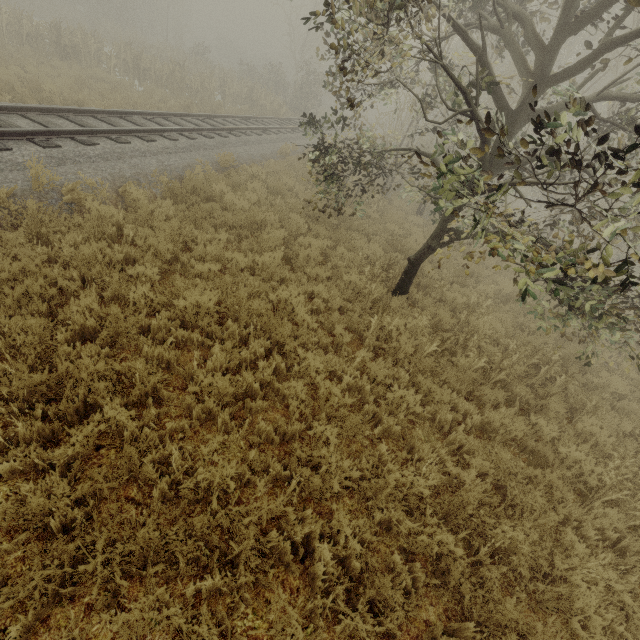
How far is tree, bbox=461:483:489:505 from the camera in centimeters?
368cm

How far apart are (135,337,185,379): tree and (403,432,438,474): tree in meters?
3.3 m

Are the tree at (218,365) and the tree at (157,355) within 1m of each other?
yes

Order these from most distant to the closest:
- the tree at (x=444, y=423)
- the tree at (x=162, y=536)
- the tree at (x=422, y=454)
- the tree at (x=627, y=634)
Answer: the tree at (x=444, y=423) → the tree at (x=422, y=454) → the tree at (x=627, y=634) → the tree at (x=162, y=536)

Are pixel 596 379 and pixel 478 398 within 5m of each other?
yes

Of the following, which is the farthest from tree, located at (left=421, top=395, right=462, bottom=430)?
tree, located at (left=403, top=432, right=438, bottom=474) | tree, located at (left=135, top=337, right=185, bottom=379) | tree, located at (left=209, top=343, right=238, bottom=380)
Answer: tree, located at (left=135, top=337, right=185, bottom=379)

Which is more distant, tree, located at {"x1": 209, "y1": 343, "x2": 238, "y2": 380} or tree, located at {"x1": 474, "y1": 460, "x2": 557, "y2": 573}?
tree, located at {"x1": 209, "y1": 343, "x2": 238, "y2": 380}
